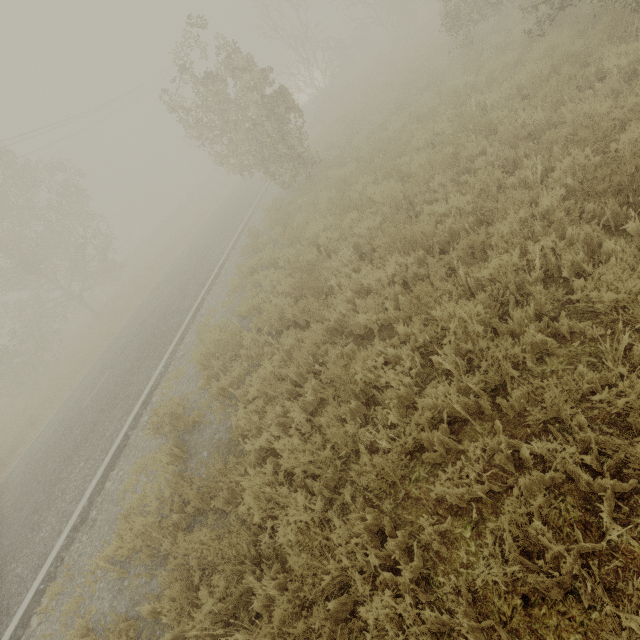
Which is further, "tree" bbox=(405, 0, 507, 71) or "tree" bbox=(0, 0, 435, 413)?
"tree" bbox=(0, 0, 435, 413)

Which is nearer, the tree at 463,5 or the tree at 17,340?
the tree at 463,5

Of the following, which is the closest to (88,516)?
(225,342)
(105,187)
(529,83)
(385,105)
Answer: (225,342)
